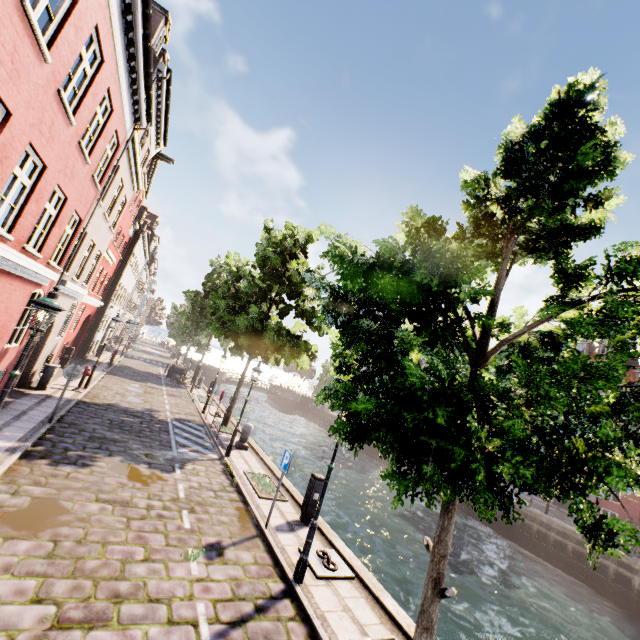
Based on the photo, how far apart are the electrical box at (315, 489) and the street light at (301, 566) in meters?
2.5 m

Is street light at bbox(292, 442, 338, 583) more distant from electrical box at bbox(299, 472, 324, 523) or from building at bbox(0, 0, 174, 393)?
building at bbox(0, 0, 174, 393)

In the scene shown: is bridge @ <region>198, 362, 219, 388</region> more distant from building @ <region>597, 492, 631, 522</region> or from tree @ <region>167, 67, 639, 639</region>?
building @ <region>597, 492, 631, 522</region>

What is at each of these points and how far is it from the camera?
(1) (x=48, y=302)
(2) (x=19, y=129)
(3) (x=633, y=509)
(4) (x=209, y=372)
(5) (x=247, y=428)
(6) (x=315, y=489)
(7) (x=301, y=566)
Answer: (1) street light, 5.78m
(2) building, 5.74m
(3) building, 24.73m
(4) bridge, 45.12m
(5) pillar, 14.34m
(6) electrical box, 9.20m
(7) street light, 6.38m

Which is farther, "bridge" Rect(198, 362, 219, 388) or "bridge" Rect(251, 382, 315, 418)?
"bridge" Rect(251, 382, 315, 418)

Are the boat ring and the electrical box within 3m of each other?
yes

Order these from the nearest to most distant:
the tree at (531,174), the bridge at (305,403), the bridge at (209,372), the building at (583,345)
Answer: the tree at (531,174)
the building at (583,345)
the bridge at (209,372)
the bridge at (305,403)

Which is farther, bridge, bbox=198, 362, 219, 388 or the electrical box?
bridge, bbox=198, 362, 219, 388
